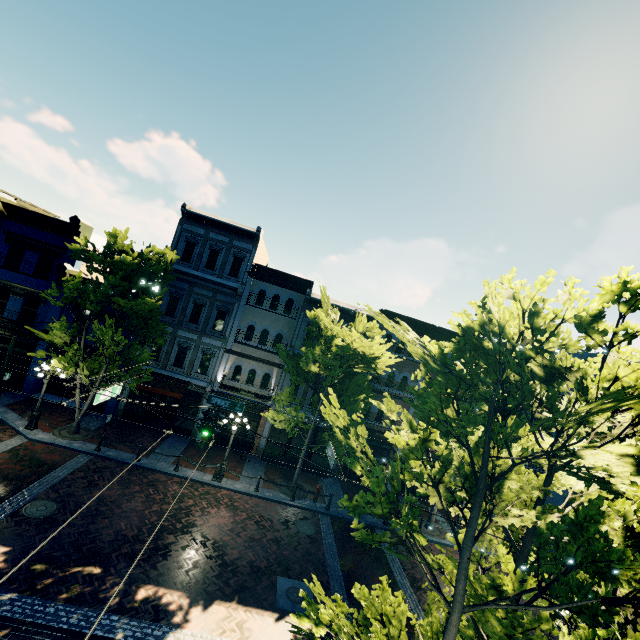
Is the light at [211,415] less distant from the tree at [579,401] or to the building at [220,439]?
the tree at [579,401]

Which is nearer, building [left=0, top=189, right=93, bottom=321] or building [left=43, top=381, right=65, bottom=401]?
building [left=0, top=189, right=93, bottom=321]

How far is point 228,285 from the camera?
20.98m

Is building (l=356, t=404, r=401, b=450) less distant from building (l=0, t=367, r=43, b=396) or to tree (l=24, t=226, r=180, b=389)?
tree (l=24, t=226, r=180, b=389)

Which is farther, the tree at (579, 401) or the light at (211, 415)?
the light at (211, 415)

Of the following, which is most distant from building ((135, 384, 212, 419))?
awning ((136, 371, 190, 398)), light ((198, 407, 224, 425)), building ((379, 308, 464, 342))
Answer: light ((198, 407, 224, 425))

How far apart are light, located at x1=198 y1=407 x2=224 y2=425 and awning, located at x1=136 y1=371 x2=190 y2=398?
7.9m
